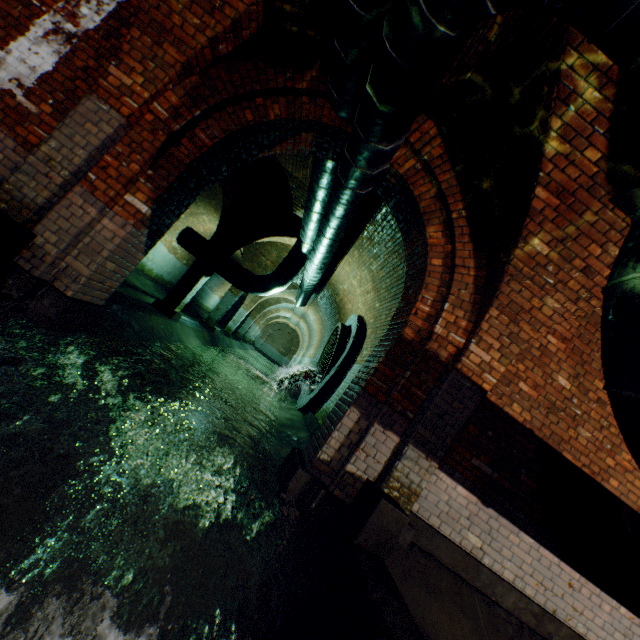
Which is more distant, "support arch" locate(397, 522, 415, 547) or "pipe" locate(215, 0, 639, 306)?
"support arch" locate(397, 522, 415, 547)

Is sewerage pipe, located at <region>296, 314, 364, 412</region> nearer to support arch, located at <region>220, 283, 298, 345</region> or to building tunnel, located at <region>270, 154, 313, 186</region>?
building tunnel, located at <region>270, 154, 313, 186</region>

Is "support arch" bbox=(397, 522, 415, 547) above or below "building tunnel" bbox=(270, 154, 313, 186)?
below

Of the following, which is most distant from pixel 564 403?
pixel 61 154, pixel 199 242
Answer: pixel 199 242

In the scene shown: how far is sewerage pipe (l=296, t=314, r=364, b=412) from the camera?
8.27m

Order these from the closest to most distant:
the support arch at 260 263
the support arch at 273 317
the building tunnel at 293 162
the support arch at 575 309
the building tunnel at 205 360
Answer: the support arch at 575 309 → the building tunnel at 205 360 → the building tunnel at 293 162 → the support arch at 260 263 → the support arch at 273 317

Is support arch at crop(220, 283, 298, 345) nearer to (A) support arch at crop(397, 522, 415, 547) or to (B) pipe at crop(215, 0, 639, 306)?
(B) pipe at crop(215, 0, 639, 306)

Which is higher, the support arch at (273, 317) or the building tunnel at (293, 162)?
the building tunnel at (293, 162)
